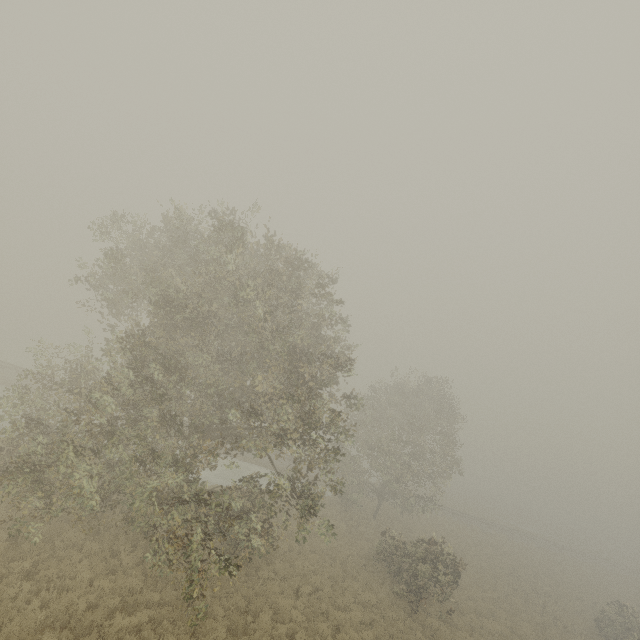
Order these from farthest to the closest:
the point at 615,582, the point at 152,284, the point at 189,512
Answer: the point at 615,582, the point at 152,284, the point at 189,512
